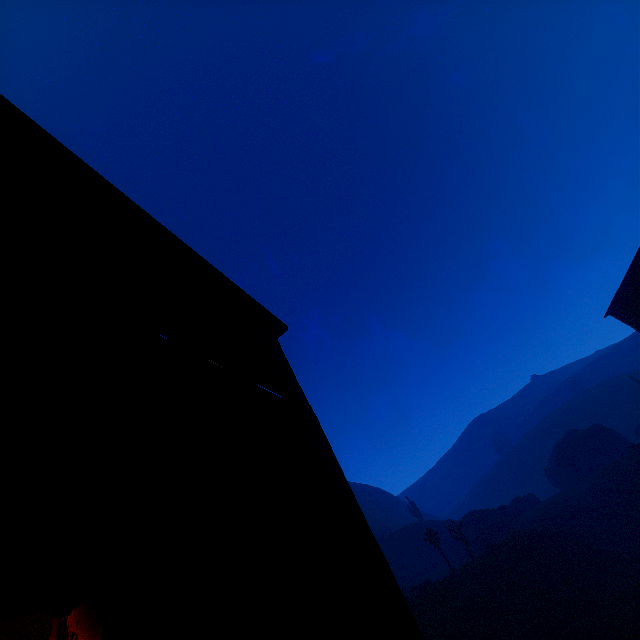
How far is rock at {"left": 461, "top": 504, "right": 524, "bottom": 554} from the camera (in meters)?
35.88

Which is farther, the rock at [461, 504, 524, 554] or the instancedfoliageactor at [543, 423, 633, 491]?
the instancedfoliageactor at [543, 423, 633, 491]

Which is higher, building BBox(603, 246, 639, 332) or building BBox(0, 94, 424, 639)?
building BBox(603, 246, 639, 332)

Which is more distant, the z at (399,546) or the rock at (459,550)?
the rock at (459,550)

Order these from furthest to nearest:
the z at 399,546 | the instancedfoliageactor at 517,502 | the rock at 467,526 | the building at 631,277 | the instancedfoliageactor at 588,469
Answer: the instancedfoliageactor at 517,502
the instancedfoliageactor at 588,469
the rock at 467,526
the building at 631,277
the z at 399,546

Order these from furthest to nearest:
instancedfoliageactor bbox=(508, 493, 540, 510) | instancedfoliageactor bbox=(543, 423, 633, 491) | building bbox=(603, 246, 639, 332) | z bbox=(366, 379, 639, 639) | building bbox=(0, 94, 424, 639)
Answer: instancedfoliageactor bbox=(508, 493, 540, 510) < instancedfoliageactor bbox=(543, 423, 633, 491) < building bbox=(603, 246, 639, 332) < z bbox=(366, 379, 639, 639) < building bbox=(0, 94, 424, 639)

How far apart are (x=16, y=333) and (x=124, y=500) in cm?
110

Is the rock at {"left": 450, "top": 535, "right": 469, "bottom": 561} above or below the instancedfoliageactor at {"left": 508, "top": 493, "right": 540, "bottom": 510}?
below
